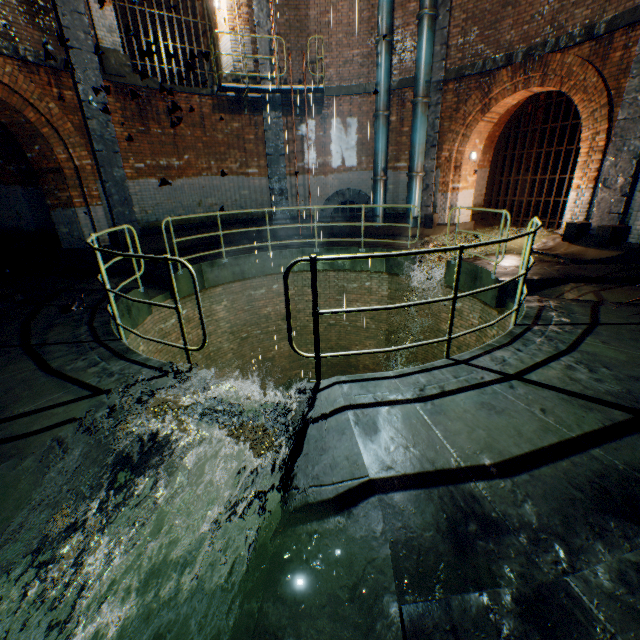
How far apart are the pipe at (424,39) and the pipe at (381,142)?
0.9 meters

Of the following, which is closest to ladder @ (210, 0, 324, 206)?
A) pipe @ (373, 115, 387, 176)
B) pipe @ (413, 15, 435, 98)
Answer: pipe @ (373, 115, 387, 176)

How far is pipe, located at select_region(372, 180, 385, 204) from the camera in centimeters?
1162cm

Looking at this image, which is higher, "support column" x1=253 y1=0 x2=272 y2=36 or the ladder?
"support column" x1=253 y1=0 x2=272 y2=36

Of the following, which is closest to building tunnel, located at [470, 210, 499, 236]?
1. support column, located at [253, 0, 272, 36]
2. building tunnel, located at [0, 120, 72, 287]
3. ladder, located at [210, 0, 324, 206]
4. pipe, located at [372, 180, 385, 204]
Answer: pipe, located at [372, 180, 385, 204]

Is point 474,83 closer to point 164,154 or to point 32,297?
point 164,154

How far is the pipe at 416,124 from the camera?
10.3m

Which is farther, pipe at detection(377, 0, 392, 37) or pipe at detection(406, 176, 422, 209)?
pipe at detection(406, 176, 422, 209)
